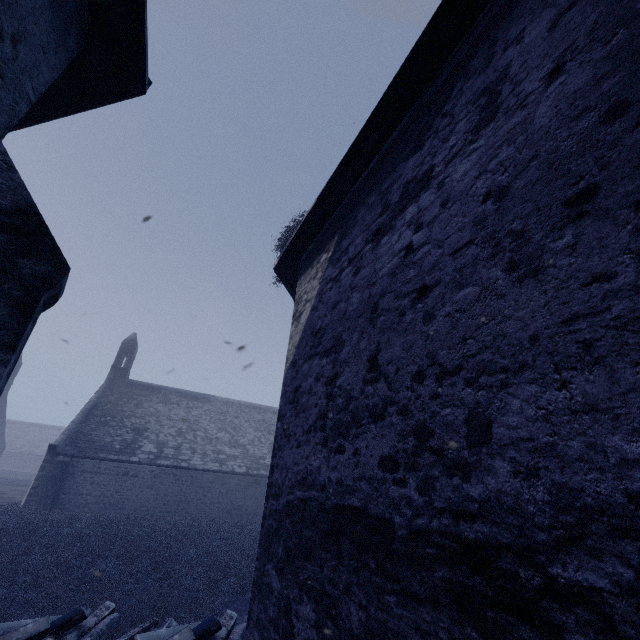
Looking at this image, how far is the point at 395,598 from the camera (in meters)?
2.46

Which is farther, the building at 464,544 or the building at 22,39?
the building at 22,39

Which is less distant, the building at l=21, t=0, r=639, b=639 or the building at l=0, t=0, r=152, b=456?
the building at l=21, t=0, r=639, b=639
